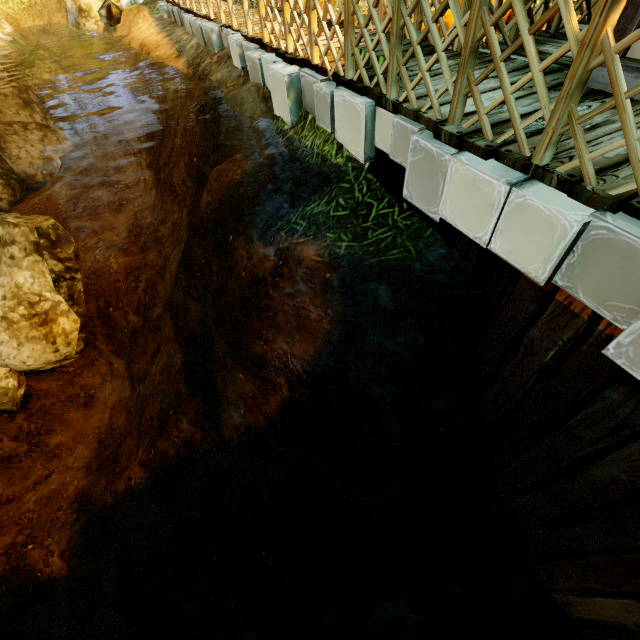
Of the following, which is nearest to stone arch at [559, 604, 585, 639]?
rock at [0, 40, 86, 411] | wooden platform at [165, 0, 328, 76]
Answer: wooden platform at [165, 0, 328, 76]

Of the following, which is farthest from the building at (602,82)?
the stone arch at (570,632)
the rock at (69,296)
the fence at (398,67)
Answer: the rock at (69,296)

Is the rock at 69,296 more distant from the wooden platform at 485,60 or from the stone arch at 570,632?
the stone arch at 570,632

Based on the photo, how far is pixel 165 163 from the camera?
8.6m

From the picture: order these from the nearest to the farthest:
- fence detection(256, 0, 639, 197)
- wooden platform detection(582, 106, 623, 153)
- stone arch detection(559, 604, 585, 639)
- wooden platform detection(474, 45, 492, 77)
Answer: fence detection(256, 0, 639, 197), wooden platform detection(582, 106, 623, 153), wooden platform detection(474, 45, 492, 77), stone arch detection(559, 604, 585, 639)

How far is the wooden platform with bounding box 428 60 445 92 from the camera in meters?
3.3

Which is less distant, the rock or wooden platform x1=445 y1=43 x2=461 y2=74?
wooden platform x1=445 y1=43 x2=461 y2=74
